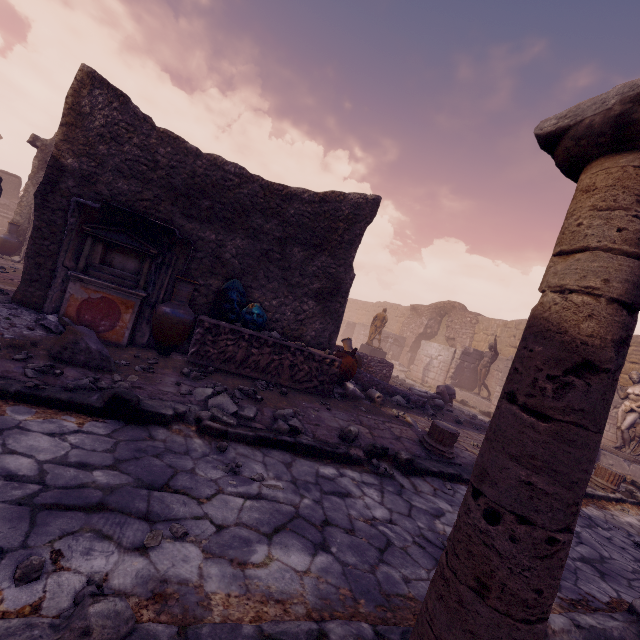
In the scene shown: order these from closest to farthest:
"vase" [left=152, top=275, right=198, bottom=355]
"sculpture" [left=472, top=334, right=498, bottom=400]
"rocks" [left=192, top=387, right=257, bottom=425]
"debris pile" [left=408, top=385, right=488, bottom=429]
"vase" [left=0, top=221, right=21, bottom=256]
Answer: "rocks" [left=192, top=387, right=257, bottom=425]
"vase" [left=152, top=275, right=198, bottom=355]
"debris pile" [left=408, top=385, right=488, bottom=429]
"vase" [left=0, top=221, right=21, bottom=256]
"sculpture" [left=472, top=334, right=498, bottom=400]

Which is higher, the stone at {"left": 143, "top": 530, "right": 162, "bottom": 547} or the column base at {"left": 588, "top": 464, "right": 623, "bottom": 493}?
the column base at {"left": 588, "top": 464, "right": 623, "bottom": 493}

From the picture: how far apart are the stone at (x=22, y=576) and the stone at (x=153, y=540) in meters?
0.5

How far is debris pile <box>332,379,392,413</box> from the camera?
6.5 meters

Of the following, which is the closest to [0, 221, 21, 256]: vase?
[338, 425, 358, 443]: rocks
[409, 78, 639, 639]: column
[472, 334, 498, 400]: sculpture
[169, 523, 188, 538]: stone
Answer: [338, 425, 358, 443]: rocks

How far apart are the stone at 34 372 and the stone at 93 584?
2.8 meters

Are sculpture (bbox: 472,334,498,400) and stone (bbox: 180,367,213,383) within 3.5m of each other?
no

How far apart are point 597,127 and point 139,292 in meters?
5.7 m
